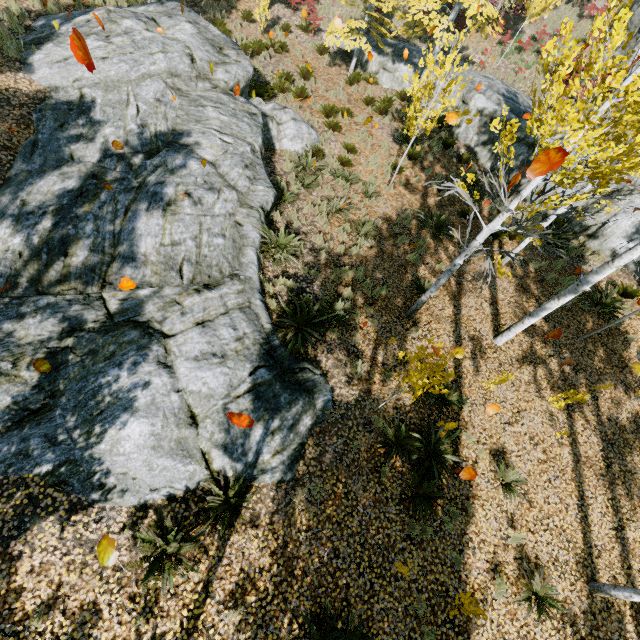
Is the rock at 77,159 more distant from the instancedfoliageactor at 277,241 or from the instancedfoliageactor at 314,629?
the instancedfoliageactor at 314,629

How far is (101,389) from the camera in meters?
5.7 m

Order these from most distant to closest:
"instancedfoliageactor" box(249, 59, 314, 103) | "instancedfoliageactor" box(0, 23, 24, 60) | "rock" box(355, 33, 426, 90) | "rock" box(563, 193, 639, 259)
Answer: "rock" box(355, 33, 426, 90)
"instancedfoliageactor" box(249, 59, 314, 103)
"rock" box(563, 193, 639, 259)
"instancedfoliageactor" box(0, 23, 24, 60)

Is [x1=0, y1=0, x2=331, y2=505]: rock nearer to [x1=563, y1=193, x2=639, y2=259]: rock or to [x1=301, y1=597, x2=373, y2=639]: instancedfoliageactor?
[x1=301, y1=597, x2=373, y2=639]: instancedfoliageactor

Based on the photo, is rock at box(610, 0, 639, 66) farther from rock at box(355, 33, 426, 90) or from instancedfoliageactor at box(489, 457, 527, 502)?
rock at box(355, 33, 426, 90)

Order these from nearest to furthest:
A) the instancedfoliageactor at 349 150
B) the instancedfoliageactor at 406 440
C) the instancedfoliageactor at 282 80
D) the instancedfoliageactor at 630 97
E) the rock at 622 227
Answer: the instancedfoliageactor at 630 97 → the instancedfoliageactor at 406 440 → the instancedfoliageactor at 349 150 → the rock at 622 227 → the instancedfoliageactor at 282 80

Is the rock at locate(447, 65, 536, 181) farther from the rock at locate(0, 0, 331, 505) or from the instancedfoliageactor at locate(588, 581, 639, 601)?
the rock at locate(0, 0, 331, 505)

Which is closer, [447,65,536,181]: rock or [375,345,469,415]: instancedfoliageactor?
[375,345,469,415]: instancedfoliageactor
